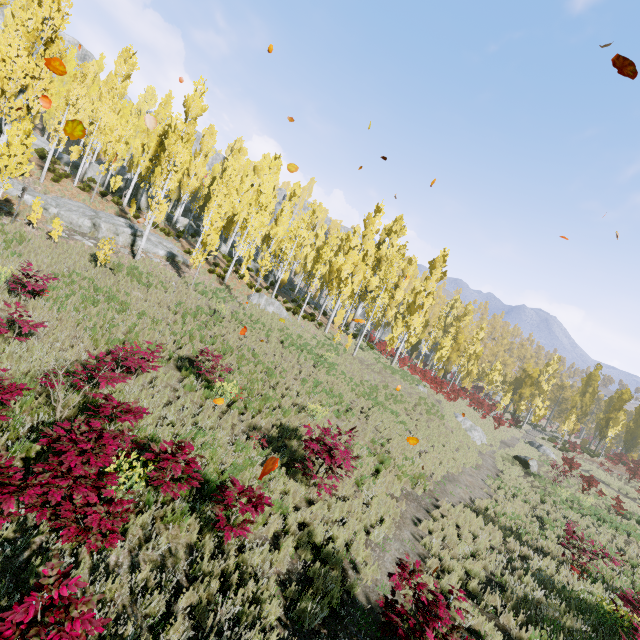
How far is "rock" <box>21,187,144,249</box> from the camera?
18.42m

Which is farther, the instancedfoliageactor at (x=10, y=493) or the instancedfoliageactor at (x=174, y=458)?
the instancedfoliageactor at (x=174, y=458)

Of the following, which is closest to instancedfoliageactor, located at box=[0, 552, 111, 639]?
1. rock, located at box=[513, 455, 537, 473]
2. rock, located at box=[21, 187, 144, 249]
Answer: rock, located at box=[21, 187, 144, 249]

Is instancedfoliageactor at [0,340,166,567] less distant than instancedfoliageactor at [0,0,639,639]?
Yes

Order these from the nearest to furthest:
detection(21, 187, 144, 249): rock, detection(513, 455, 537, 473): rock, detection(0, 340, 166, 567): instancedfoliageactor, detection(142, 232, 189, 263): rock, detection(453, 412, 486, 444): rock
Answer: detection(0, 340, 166, 567): instancedfoliageactor
detection(21, 187, 144, 249): rock
detection(142, 232, 189, 263): rock
detection(513, 455, 537, 473): rock
detection(453, 412, 486, 444): rock

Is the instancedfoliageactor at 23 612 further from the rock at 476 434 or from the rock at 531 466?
the rock at 531 466

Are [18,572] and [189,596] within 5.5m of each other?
yes
